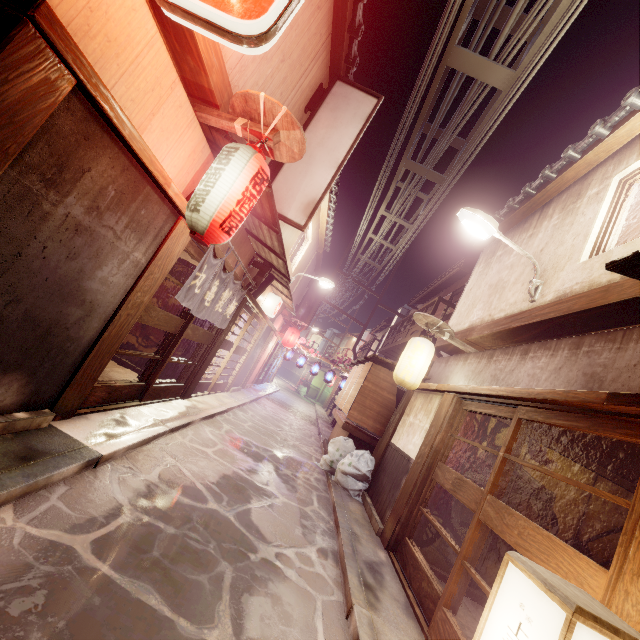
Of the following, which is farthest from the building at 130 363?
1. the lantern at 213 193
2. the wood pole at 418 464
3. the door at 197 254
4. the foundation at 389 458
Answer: the wood pole at 418 464

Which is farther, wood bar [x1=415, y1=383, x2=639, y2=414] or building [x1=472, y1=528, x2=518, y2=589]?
building [x1=472, y1=528, x2=518, y2=589]

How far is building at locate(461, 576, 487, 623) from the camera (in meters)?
8.84

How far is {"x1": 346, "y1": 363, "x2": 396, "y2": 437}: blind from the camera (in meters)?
15.52

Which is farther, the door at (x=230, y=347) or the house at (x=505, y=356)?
the door at (x=230, y=347)

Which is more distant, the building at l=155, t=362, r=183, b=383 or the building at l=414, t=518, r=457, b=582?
the building at l=155, t=362, r=183, b=383

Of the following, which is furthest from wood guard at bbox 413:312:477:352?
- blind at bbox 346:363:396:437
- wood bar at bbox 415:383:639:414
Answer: blind at bbox 346:363:396:437

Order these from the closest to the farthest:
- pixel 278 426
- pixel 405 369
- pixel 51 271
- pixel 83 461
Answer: pixel 51 271 < pixel 83 461 < pixel 405 369 < pixel 278 426
